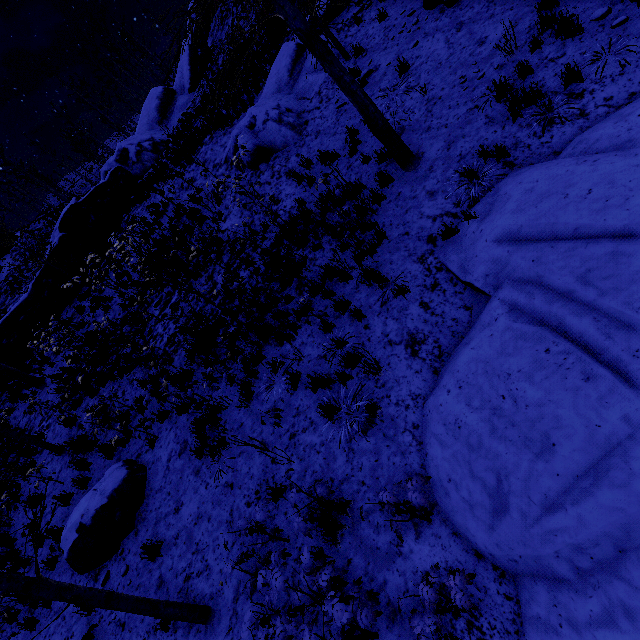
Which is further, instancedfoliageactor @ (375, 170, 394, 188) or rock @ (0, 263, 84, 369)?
rock @ (0, 263, 84, 369)

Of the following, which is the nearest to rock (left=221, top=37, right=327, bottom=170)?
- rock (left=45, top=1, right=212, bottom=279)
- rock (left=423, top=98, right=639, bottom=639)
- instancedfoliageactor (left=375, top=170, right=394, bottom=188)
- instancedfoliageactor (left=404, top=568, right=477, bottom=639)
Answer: rock (left=423, top=98, right=639, bottom=639)

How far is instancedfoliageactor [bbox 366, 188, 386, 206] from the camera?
7.1 meters

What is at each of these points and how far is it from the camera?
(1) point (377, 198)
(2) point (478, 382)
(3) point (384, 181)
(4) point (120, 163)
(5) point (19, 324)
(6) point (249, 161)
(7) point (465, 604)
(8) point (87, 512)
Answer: (1) instancedfoliageactor, 7.23m
(2) rock, 4.24m
(3) instancedfoliageactor, 7.26m
(4) rock, 21.12m
(5) rock, 14.98m
(6) rock, 11.23m
(7) instancedfoliageactor, 2.94m
(8) rock, 6.65m

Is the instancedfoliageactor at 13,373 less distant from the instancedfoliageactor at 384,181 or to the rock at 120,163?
the rock at 120,163

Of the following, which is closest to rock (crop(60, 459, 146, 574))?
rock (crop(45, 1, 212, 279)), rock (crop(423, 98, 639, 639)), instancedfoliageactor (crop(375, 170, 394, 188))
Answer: rock (crop(423, 98, 639, 639))

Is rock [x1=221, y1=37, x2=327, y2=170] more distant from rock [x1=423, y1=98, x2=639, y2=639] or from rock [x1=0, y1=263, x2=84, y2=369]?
rock [x1=0, y1=263, x2=84, y2=369]

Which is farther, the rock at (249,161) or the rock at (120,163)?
the rock at (120,163)
